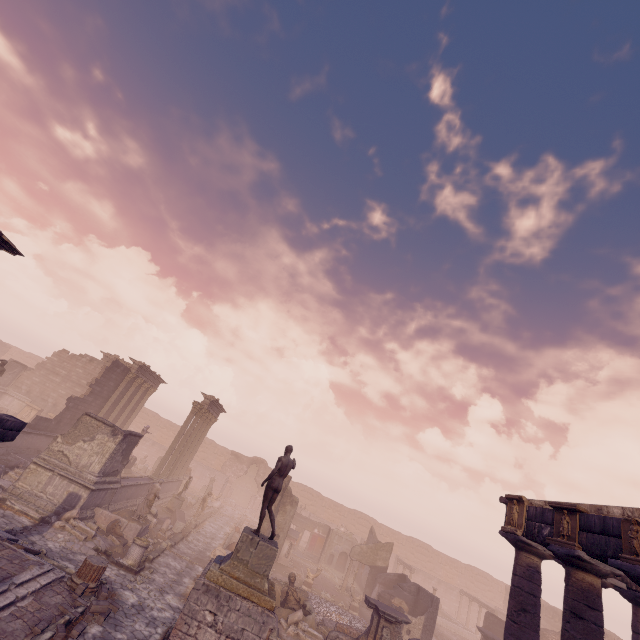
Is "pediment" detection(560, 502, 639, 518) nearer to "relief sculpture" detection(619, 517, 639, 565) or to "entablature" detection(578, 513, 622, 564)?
"entablature" detection(578, 513, 622, 564)

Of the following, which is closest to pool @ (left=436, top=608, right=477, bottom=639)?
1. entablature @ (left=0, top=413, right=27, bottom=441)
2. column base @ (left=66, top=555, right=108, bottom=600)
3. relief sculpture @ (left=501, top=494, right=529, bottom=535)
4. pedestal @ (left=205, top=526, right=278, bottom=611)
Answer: relief sculpture @ (left=501, top=494, right=529, bottom=535)

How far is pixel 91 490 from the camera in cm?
1353

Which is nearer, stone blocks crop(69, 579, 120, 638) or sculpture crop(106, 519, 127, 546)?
stone blocks crop(69, 579, 120, 638)

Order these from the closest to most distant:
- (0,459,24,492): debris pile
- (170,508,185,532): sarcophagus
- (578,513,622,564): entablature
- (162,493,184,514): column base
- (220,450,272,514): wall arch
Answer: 1. (578,513,622,564): entablature
2. (0,459,24,492): debris pile
3. (170,508,185,532): sarcophagus
4. (162,493,184,514): column base
5. (220,450,272,514): wall arch

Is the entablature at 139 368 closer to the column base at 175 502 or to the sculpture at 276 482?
the column base at 175 502

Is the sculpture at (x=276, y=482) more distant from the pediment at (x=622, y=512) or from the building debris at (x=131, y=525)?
the pediment at (x=622, y=512)

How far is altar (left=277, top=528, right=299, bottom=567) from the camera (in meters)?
22.31
